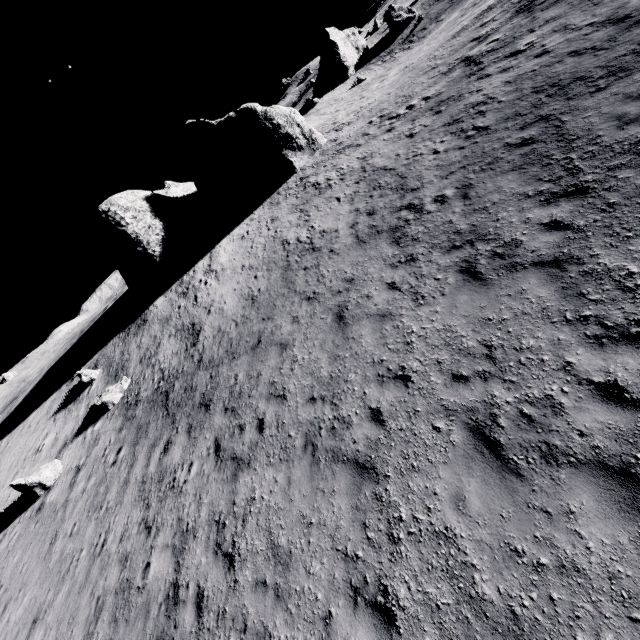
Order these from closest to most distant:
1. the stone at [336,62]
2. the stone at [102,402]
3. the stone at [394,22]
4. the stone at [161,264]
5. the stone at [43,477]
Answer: the stone at [43,477] < the stone at [102,402] < the stone at [161,264] < the stone at [336,62] < the stone at [394,22]

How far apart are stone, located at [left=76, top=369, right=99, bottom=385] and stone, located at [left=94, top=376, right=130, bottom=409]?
3.44m

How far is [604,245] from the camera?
6.1m

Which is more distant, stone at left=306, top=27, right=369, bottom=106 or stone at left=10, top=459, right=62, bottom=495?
stone at left=306, top=27, right=369, bottom=106

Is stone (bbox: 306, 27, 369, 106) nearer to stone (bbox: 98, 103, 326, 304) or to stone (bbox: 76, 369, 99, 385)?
stone (bbox: 98, 103, 326, 304)

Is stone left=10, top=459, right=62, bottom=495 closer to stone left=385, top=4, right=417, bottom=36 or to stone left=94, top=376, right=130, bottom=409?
stone left=94, top=376, right=130, bottom=409

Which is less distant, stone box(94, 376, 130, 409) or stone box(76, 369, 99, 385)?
stone box(94, 376, 130, 409)

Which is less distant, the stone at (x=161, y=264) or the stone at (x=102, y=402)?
the stone at (x=102, y=402)
